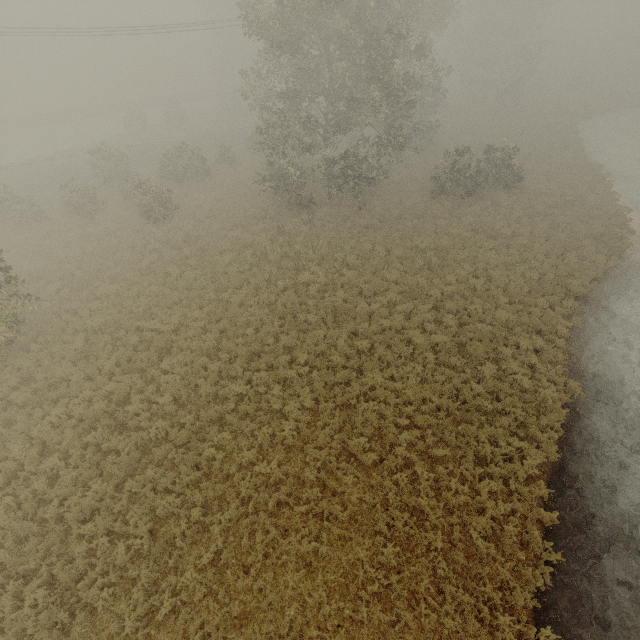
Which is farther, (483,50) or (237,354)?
(483,50)
